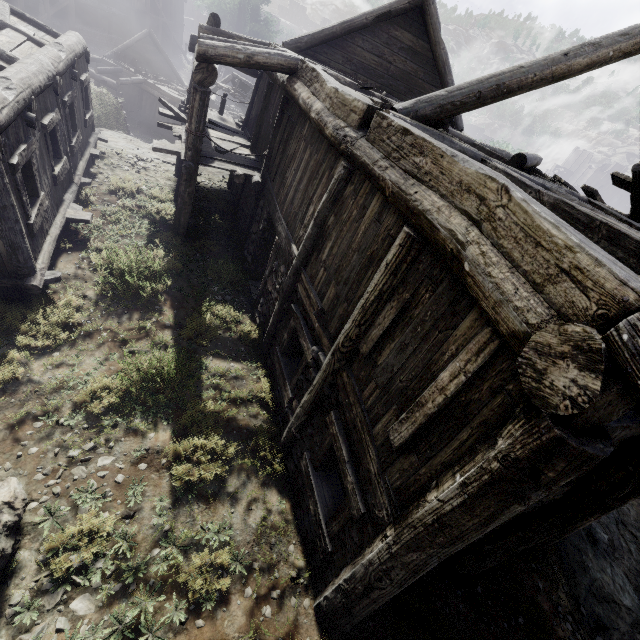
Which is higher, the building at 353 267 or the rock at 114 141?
the building at 353 267

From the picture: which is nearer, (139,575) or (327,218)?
(139,575)

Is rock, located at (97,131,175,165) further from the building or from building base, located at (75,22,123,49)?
building base, located at (75,22,123,49)

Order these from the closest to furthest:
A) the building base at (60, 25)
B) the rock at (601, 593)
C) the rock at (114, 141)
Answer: the rock at (601, 593) < the rock at (114, 141) < the building base at (60, 25)

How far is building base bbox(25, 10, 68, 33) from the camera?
30.1 meters

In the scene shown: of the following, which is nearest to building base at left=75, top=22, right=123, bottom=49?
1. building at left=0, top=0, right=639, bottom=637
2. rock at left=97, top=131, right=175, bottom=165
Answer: building at left=0, top=0, right=639, bottom=637
